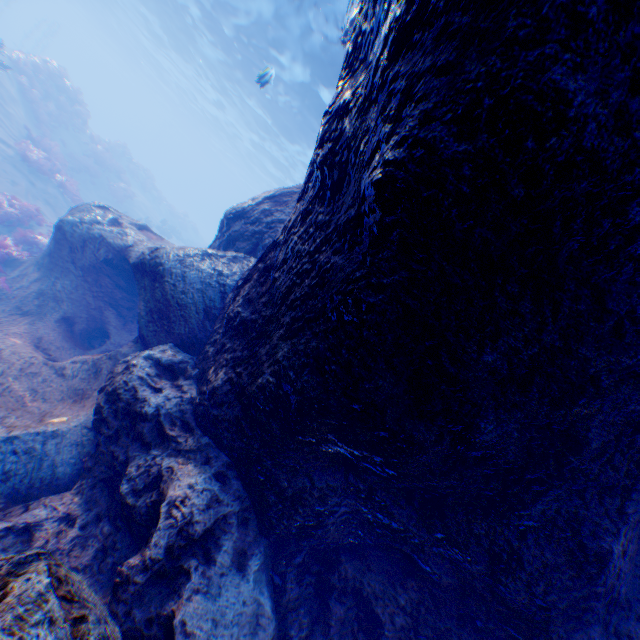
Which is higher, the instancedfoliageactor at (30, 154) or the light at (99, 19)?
the light at (99, 19)

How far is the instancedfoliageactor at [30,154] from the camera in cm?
1482

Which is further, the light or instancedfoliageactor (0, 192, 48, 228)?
the light

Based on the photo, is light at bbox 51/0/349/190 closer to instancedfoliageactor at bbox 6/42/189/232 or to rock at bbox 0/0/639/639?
rock at bbox 0/0/639/639

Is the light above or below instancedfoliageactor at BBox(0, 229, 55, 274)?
above

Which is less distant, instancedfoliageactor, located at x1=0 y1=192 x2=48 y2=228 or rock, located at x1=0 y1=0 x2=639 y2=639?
rock, located at x1=0 y1=0 x2=639 y2=639

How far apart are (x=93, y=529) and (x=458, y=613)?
3.4m
